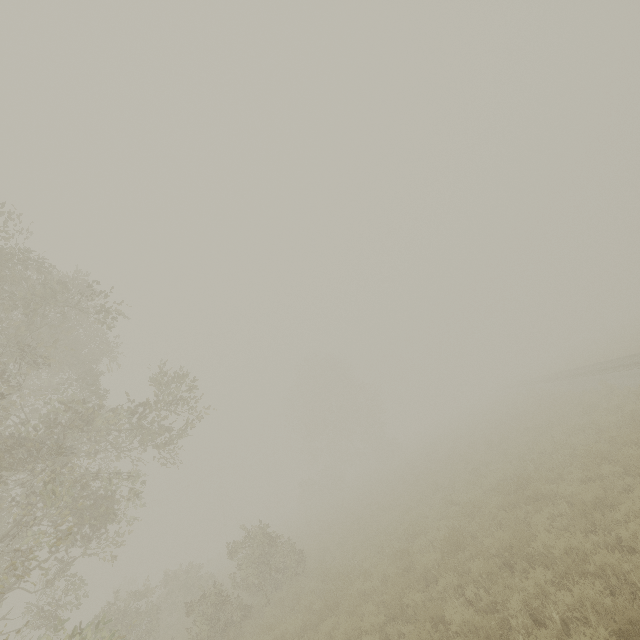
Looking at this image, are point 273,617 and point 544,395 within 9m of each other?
no
